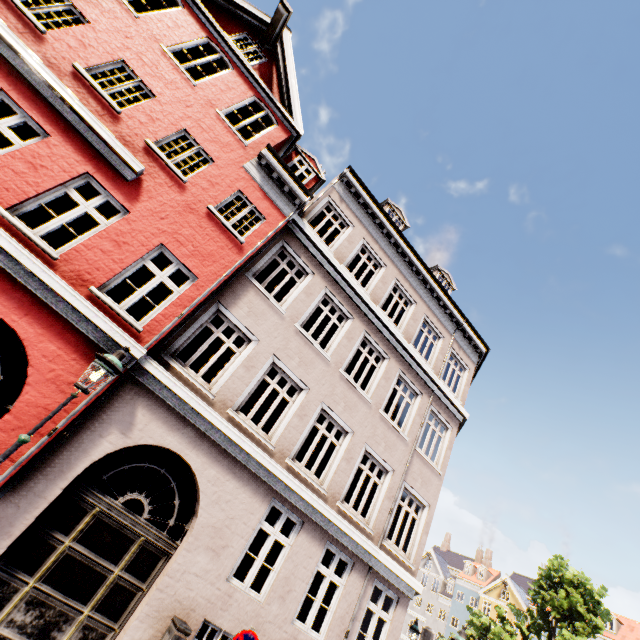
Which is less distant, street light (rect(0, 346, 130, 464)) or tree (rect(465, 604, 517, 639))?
street light (rect(0, 346, 130, 464))

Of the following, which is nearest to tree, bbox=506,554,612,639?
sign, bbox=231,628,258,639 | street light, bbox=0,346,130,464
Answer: sign, bbox=231,628,258,639

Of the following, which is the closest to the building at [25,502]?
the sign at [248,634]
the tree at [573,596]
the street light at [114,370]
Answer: the street light at [114,370]

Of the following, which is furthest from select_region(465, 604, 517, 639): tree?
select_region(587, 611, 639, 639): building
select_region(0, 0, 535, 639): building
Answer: select_region(587, 611, 639, 639): building

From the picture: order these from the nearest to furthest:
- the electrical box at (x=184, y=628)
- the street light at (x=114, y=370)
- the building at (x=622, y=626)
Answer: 1. the street light at (x=114, y=370)
2. the electrical box at (x=184, y=628)
3. the building at (x=622, y=626)

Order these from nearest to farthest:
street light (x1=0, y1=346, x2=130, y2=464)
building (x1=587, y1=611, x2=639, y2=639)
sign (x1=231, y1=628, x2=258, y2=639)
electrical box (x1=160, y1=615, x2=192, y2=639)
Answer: street light (x1=0, y1=346, x2=130, y2=464), sign (x1=231, y1=628, x2=258, y2=639), electrical box (x1=160, y1=615, x2=192, y2=639), building (x1=587, y1=611, x2=639, y2=639)

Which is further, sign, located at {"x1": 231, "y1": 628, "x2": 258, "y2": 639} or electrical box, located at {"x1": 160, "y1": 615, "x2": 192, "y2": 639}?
electrical box, located at {"x1": 160, "y1": 615, "x2": 192, "y2": 639}

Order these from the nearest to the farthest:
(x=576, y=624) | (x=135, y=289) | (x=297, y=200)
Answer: (x=297, y=200)
(x=576, y=624)
(x=135, y=289)
